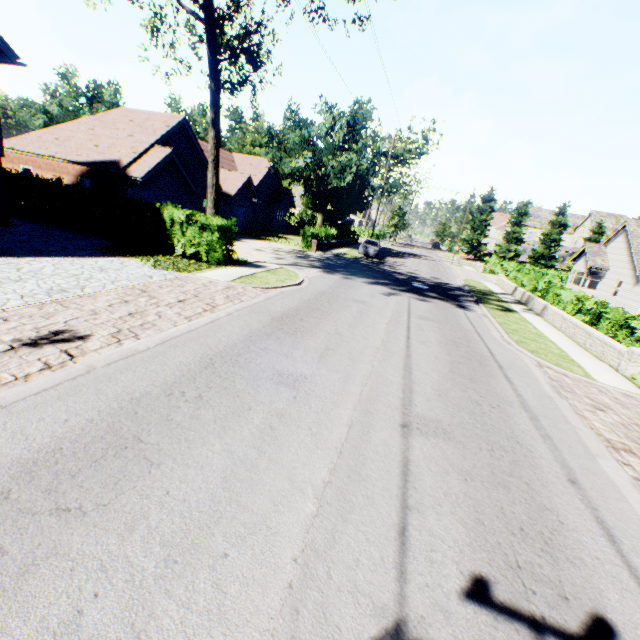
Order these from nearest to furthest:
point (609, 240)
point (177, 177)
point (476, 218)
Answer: point (177, 177), point (609, 240), point (476, 218)

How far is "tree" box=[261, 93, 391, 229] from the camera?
30.39m

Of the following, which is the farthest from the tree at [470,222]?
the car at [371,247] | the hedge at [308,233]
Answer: the car at [371,247]

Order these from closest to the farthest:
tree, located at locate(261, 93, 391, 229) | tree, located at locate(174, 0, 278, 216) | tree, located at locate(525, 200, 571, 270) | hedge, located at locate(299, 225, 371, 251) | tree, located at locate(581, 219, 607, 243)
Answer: tree, located at locate(174, 0, 278, 216), hedge, located at locate(299, 225, 371, 251), tree, located at locate(261, 93, 391, 229), tree, located at locate(581, 219, 607, 243), tree, located at locate(525, 200, 571, 270)

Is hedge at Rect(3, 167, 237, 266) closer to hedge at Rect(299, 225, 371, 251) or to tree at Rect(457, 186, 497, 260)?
tree at Rect(457, 186, 497, 260)

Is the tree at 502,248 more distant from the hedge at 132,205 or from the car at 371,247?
the car at 371,247

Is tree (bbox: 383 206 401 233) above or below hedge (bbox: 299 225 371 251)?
above
